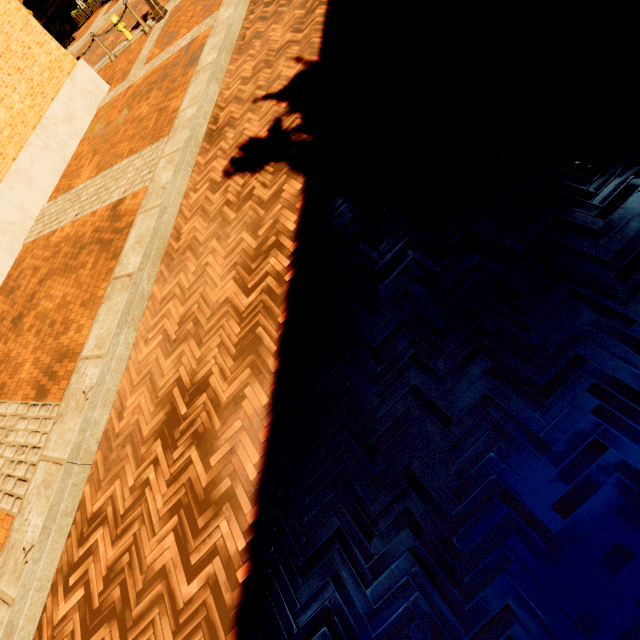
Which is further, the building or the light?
the building

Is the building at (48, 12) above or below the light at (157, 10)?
above

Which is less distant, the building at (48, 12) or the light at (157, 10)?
the light at (157, 10)

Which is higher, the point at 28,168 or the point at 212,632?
the point at 28,168

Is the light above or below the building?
below
